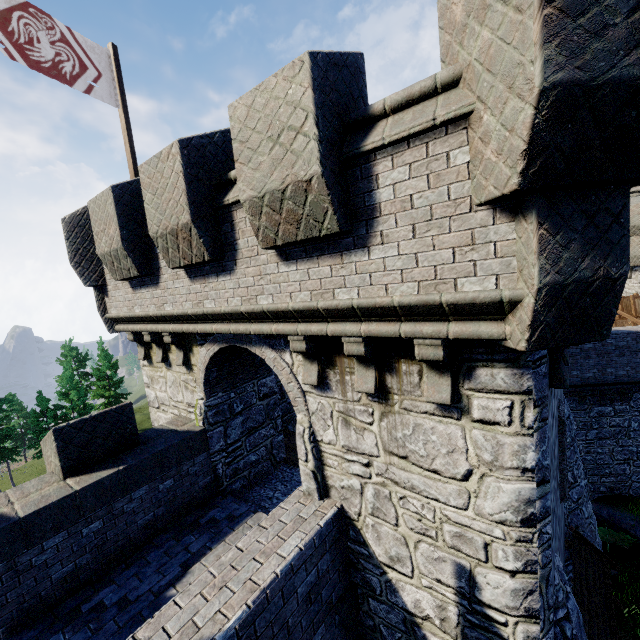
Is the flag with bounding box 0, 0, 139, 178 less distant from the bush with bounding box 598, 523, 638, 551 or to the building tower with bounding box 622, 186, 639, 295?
the bush with bounding box 598, 523, 638, 551

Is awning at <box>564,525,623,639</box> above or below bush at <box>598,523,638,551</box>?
above

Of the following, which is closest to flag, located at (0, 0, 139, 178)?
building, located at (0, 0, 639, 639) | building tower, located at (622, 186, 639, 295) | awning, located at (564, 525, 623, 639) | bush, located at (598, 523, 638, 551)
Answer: building, located at (0, 0, 639, 639)

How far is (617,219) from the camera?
2.7m

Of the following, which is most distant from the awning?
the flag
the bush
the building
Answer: the flag

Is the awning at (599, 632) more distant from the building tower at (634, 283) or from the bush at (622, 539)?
the building tower at (634, 283)

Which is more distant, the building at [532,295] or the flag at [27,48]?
the flag at [27,48]

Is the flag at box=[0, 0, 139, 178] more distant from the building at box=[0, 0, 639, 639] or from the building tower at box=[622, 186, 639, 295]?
the building tower at box=[622, 186, 639, 295]
